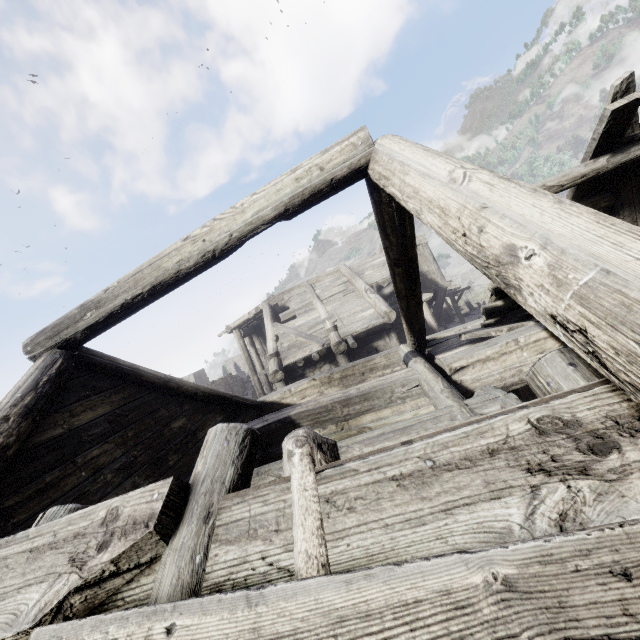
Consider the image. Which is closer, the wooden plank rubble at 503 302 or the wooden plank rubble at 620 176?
the wooden plank rubble at 620 176

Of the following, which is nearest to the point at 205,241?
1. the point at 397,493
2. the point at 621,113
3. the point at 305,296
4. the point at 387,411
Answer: the point at 397,493

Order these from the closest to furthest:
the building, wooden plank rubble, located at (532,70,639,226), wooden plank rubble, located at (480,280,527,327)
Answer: the building, wooden plank rubble, located at (532,70,639,226), wooden plank rubble, located at (480,280,527,327)

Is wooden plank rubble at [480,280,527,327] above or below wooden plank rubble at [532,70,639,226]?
below

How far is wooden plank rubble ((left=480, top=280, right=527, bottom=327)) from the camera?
6.01m

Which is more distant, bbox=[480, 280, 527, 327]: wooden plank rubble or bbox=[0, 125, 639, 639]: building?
bbox=[480, 280, 527, 327]: wooden plank rubble

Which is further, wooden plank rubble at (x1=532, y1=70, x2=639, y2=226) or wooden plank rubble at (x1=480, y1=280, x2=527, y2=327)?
wooden plank rubble at (x1=480, y1=280, x2=527, y2=327)

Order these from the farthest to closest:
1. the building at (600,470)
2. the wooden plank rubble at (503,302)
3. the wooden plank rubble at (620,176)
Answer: the wooden plank rubble at (503,302)
the wooden plank rubble at (620,176)
the building at (600,470)
